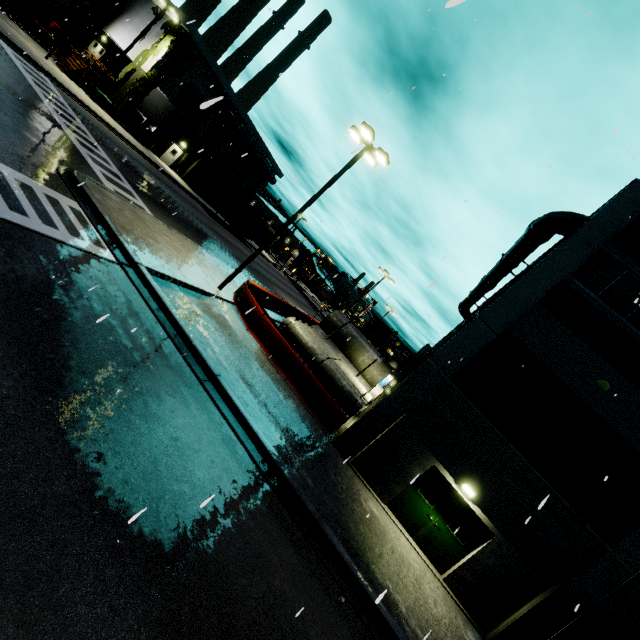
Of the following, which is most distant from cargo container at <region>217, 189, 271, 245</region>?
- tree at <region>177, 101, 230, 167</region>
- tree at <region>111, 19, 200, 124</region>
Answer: tree at <region>111, 19, 200, 124</region>

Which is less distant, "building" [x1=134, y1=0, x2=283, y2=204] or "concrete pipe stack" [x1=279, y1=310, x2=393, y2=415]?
"concrete pipe stack" [x1=279, y1=310, x2=393, y2=415]

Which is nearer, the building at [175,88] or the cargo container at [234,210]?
the building at [175,88]

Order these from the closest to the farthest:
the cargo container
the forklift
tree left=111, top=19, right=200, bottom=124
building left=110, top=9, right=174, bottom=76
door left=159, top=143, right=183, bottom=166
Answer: the forklift → tree left=111, top=19, right=200, bottom=124 → building left=110, top=9, right=174, bottom=76 → door left=159, top=143, right=183, bottom=166 → the cargo container

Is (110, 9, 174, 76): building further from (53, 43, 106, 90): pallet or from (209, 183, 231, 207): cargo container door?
(209, 183, 231, 207): cargo container door

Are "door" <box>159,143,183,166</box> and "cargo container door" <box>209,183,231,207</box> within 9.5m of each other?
yes

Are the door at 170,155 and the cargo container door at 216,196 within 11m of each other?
yes

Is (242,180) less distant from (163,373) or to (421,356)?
(421,356)
